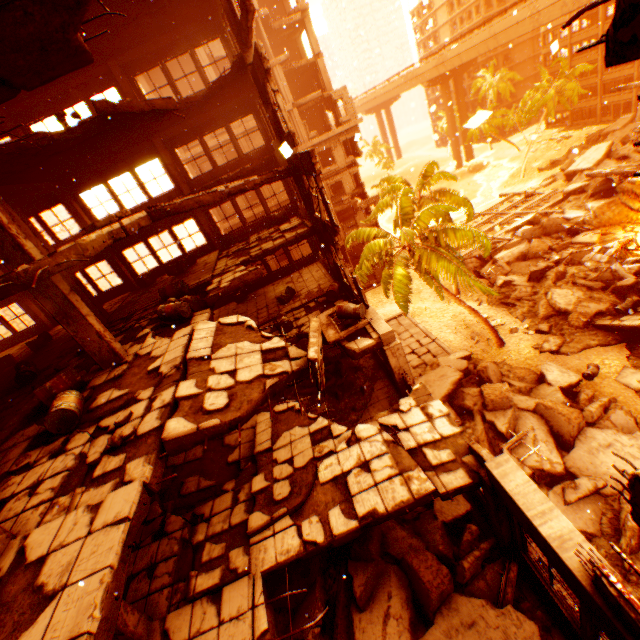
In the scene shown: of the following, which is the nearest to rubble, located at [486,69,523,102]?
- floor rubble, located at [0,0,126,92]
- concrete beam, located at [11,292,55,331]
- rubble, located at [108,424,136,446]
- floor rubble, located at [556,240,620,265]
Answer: floor rubble, located at [0,0,126,92]

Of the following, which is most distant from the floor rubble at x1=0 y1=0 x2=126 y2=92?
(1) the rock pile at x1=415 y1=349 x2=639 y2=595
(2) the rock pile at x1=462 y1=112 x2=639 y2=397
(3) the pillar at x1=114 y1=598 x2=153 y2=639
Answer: (2) the rock pile at x1=462 y1=112 x2=639 y2=397

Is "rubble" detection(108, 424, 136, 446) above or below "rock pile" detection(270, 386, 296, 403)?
above

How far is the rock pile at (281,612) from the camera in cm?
687

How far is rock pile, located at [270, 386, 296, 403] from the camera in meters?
12.9 m

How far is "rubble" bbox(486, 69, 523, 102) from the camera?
58.2 meters

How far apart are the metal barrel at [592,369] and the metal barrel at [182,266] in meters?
20.6

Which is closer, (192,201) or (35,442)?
(35,442)
